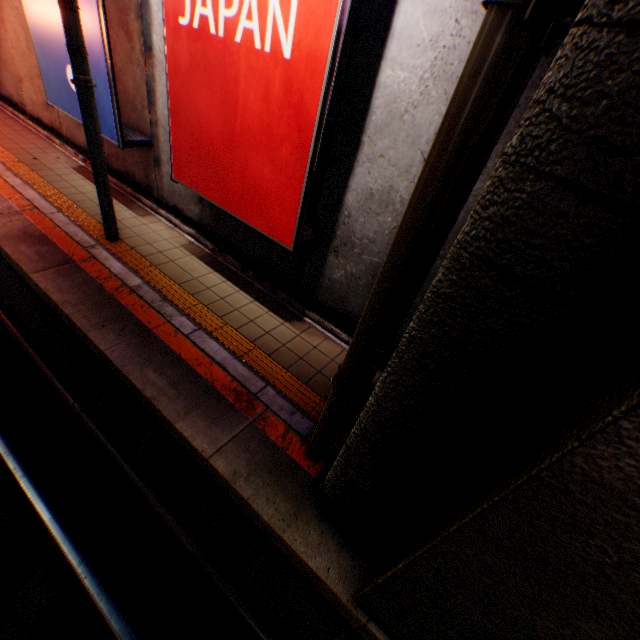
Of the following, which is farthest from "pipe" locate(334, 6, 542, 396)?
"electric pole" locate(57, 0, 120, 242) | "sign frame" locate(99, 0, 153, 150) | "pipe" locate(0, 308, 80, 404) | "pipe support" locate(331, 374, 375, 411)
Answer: "sign frame" locate(99, 0, 153, 150)

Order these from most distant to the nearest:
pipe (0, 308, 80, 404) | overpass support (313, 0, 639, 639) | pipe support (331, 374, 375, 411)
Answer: pipe (0, 308, 80, 404) → pipe support (331, 374, 375, 411) → overpass support (313, 0, 639, 639)

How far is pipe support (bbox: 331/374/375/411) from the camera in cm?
271

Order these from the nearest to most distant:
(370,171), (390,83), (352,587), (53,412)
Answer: (352,587) → (390,83) → (370,171) → (53,412)

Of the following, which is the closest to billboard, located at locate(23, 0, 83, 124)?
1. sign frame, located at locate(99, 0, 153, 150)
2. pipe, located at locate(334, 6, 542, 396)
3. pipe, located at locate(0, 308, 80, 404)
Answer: sign frame, located at locate(99, 0, 153, 150)

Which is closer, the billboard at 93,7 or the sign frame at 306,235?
the sign frame at 306,235

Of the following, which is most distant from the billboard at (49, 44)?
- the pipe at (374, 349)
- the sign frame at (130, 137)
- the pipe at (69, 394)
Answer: the pipe at (374, 349)

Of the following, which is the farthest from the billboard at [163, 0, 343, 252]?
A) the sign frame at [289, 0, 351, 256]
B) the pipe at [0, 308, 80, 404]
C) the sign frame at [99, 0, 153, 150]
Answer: the pipe at [0, 308, 80, 404]
